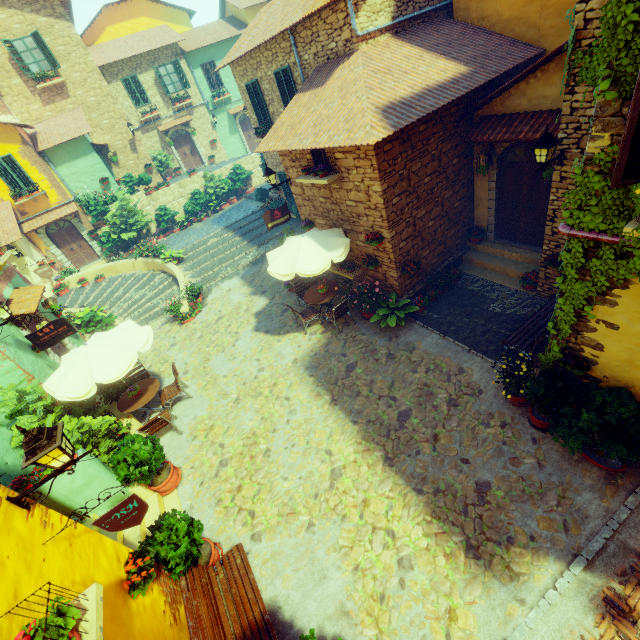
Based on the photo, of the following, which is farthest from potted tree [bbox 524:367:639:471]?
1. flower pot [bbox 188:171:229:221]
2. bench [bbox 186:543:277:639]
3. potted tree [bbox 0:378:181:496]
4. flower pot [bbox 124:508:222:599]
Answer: flower pot [bbox 188:171:229:221]

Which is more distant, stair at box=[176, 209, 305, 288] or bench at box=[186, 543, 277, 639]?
stair at box=[176, 209, 305, 288]

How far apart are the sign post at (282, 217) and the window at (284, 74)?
4.2m

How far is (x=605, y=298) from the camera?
4.6m

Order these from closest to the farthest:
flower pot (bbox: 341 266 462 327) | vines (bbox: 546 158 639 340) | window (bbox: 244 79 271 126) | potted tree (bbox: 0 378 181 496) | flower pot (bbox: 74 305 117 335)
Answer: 1. vines (bbox: 546 158 639 340)
2. potted tree (bbox: 0 378 181 496)
3. flower pot (bbox: 341 266 462 327)
4. flower pot (bbox: 74 305 117 335)
5. window (bbox: 244 79 271 126)

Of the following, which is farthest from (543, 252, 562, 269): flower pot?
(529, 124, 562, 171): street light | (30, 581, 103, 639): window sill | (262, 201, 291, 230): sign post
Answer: (30, 581, 103, 639): window sill

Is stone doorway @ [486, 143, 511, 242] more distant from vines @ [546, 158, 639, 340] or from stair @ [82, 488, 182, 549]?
stair @ [82, 488, 182, 549]

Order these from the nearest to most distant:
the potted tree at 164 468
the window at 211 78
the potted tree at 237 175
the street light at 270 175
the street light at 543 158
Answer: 1. the street light at 543 158
2. the potted tree at 164 468
3. the street light at 270 175
4. the potted tree at 237 175
5. the window at 211 78
